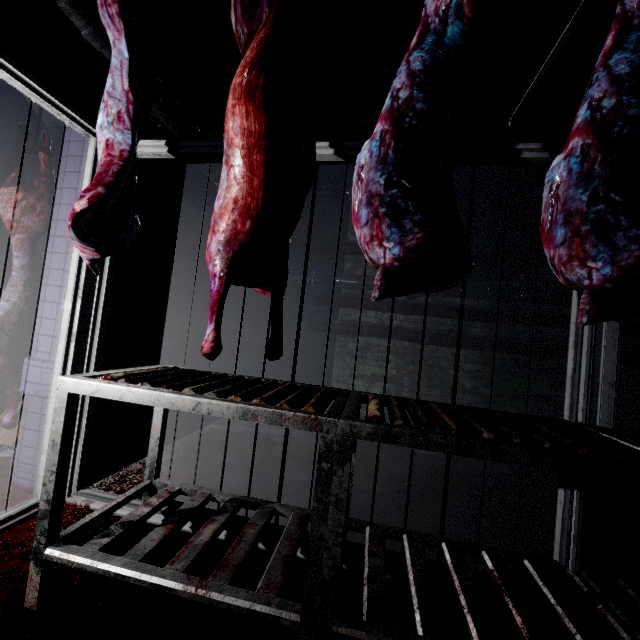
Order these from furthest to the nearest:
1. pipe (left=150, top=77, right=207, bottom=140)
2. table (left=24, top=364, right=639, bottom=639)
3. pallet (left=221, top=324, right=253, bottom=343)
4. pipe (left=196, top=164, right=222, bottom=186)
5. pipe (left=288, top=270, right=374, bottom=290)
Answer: pipe (left=288, top=270, right=374, bottom=290) → pallet (left=221, top=324, right=253, bottom=343) → pipe (left=196, top=164, right=222, bottom=186) → pipe (left=150, top=77, right=207, bottom=140) → table (left=24, top=364, right=639, bottom=639)

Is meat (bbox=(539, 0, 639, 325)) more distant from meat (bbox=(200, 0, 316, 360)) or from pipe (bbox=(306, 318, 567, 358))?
pipe (bbox=(306, 318, 567, 358))

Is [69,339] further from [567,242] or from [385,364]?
[385,364]

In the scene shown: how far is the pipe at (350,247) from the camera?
4.6m

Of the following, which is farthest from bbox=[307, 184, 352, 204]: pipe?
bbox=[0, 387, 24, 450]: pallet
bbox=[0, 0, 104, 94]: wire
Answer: bbox=[0, 387, 24, 450]: pallet

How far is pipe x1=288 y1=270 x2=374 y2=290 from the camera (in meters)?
4.54

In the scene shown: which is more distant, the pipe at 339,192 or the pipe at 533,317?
the pipe at 339,192

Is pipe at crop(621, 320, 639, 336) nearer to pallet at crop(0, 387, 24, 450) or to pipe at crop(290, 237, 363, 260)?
pipe at crop(290, 237, 363, 260)
